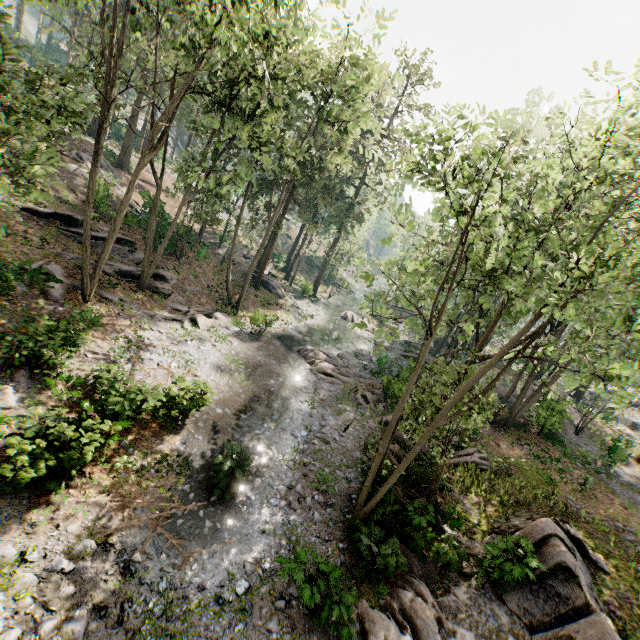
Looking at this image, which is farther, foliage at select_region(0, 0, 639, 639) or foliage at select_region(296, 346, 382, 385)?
foliage at select_region(296, 346, 382, 385)

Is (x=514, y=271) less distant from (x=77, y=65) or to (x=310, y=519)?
(x=310, y=519)

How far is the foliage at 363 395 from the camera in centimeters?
2138cm

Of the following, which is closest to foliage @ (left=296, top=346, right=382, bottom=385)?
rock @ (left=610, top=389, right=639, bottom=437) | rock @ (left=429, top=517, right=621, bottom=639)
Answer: rock @ (left=429, top=517, right=621, bottom=639)

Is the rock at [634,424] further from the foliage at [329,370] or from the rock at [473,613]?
the rock at [473,613]

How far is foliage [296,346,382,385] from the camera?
23.14m

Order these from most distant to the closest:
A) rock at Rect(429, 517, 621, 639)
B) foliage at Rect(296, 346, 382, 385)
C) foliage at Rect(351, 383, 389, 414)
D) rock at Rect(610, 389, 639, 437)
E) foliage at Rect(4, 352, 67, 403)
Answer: rock at Rect(610, 389, 639, 437), foliage at Rect(296, 346, 382, 385), foliage at Rect(351, 383, 389, 414), foliage at Rect(4, 352, 67, 403), rock at Rect(429, 517, 621, 639)

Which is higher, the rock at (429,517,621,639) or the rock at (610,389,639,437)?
the rock at (610,389,639,437)
